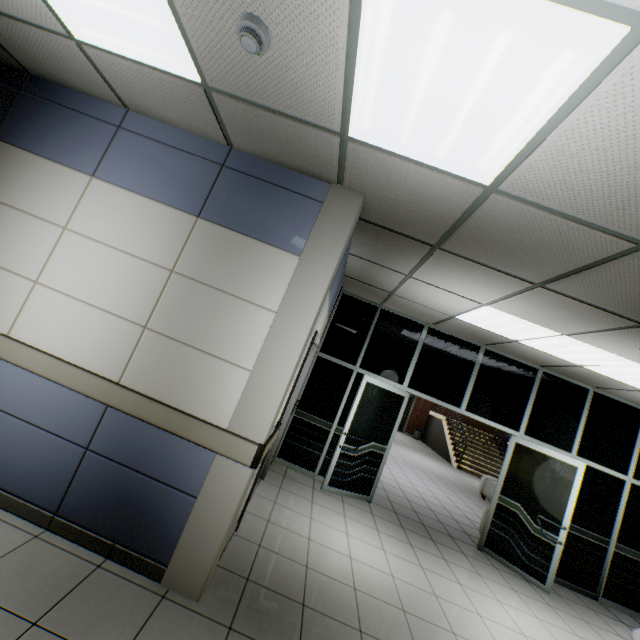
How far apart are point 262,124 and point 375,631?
4.1m

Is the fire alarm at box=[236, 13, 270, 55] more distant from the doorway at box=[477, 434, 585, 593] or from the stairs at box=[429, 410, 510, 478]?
the stairs at box=[429, 410, 510, 478]

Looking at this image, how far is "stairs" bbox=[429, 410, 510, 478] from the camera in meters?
13.4 m

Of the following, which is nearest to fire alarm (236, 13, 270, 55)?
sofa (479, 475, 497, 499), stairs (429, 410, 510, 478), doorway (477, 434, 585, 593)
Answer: doorway (477, 434, 585, 593)

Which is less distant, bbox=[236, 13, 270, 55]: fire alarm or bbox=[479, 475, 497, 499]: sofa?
bbox=[236, 13, 270, 55]: fire alarm

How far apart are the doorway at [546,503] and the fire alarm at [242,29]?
6.4m

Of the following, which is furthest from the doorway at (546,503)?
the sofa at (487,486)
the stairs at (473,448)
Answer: the stairs at (473,448)

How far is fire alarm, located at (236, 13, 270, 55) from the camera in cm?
154
